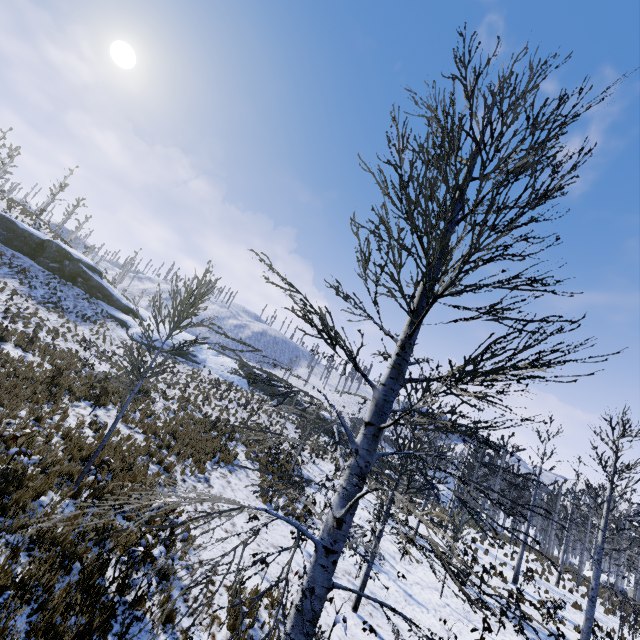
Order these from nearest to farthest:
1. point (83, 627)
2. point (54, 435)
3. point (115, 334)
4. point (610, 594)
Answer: point (83, 627)
point (54, 435)
point (610, 594)
point (115, 334)
